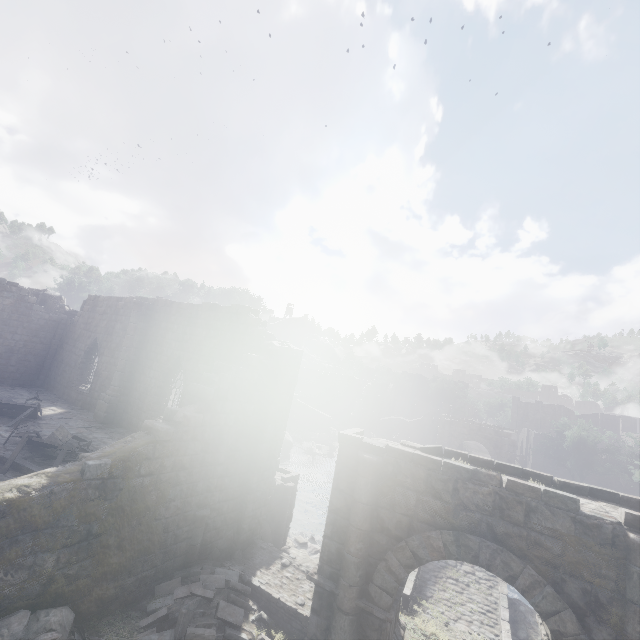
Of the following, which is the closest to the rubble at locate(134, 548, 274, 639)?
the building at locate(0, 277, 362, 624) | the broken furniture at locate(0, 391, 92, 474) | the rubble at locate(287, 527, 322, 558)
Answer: the building at locate(0, 277, 362, 624)

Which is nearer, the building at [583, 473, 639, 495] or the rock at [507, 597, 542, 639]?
the rock at [507, 597, 542, 639]

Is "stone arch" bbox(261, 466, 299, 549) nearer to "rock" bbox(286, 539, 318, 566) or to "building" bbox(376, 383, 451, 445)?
"rock" bbox(286, 539, 318, 566)

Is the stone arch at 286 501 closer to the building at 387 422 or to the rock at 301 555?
the rock at 301 555

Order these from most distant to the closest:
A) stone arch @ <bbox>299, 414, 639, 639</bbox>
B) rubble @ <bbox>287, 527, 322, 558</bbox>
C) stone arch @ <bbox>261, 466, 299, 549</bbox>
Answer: rubble @ <bbox>287, 527, 322, 558</bbox> → stone arch @ <bbox>261, 466, 299, 549</bbox> → stone arch @ <bbox>299, 414, 639, 639</bbox>

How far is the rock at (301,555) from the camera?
14.63m

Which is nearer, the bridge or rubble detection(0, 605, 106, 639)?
rubble detection(0, 605, 106, 639)

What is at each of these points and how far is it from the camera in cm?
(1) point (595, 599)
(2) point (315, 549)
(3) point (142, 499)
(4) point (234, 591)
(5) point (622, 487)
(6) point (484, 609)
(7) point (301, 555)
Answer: (1) stone arch, 639
(2) rubble, 1645
(3) building, 832
(4) rubble, 921
(5) building, 4091
(6) bridge, 1422
(7) rock, 1509
